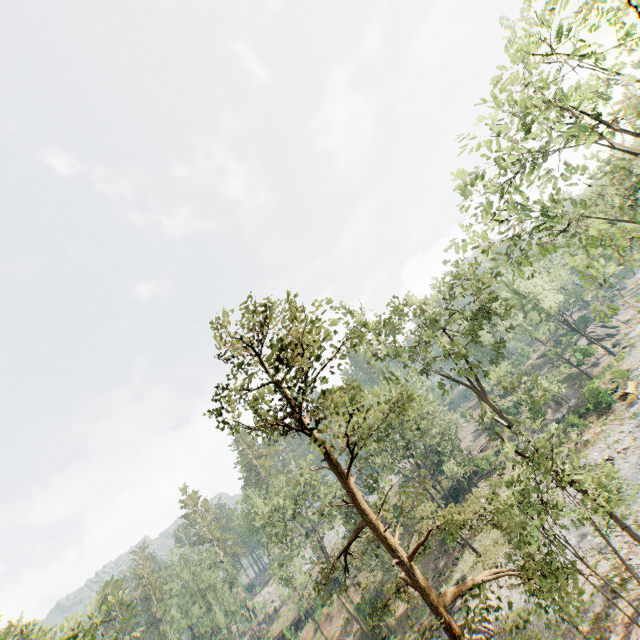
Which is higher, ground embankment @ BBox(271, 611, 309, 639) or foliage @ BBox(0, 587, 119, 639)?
foliage @ BBox(0, 587, 119, 639)

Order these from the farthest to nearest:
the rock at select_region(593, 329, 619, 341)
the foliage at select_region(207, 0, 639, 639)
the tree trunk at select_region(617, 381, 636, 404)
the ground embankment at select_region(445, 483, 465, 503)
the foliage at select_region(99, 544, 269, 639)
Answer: the rock at select_region(593, 329, 619, 341)
the foliage at select_region(99, 544, 269, 639)
the ground embankment at select_region(445, 483, 465, 503)
the tree trunk at select_region(617, 381, 636, 404)
the foliage at select_region(207, 0, 639, 639)

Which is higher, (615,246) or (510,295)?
(510,295)

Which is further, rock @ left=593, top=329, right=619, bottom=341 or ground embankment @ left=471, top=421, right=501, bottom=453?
rock @ left=593, top=329, right=619, bottom=341

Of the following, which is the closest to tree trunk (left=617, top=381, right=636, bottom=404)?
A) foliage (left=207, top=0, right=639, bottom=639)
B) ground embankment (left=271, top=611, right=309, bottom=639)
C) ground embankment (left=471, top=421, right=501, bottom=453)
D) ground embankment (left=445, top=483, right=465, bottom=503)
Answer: foliage (left=207, top=0, right=639, bottom=639)

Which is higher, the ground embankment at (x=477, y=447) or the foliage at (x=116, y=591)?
the foliage at (x=116, y=591)

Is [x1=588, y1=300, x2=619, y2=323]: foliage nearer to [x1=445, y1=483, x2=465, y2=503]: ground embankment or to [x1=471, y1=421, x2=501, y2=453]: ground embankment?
[x1=471, y1=421, x2=501, y2=453]: ground embankment

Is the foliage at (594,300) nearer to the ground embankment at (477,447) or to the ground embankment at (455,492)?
the ground embankment at (477,447)
